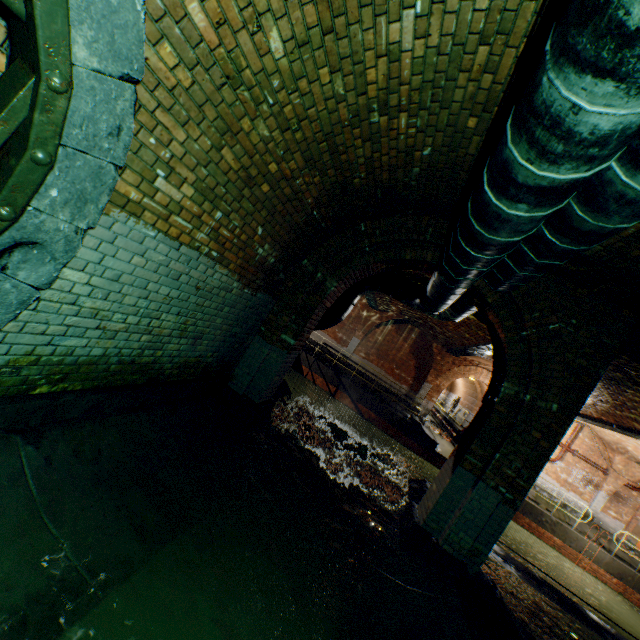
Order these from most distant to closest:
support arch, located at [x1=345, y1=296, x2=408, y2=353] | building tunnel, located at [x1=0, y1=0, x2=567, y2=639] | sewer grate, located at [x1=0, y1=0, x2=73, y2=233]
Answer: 1. support arch, located at [x1=345, y1=296, x2=408, y2=353]
2. building tunnel, located at [x1=0, y1=0, x2=567, y2=639]
3. sewer grate, located at [x1=0, y1=0, x2=73, y2=233]

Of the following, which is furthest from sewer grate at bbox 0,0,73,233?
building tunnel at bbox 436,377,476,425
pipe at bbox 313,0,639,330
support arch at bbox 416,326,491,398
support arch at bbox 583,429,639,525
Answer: support arch at bbox 583,429,639,525

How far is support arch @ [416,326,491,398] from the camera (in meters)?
17.66

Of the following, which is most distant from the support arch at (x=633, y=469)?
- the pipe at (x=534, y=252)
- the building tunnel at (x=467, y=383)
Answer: the pipe at (x=534, y=252)

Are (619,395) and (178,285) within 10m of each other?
no

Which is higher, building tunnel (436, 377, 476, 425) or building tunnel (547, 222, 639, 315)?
building tunnel (547, 222, 639, 315)

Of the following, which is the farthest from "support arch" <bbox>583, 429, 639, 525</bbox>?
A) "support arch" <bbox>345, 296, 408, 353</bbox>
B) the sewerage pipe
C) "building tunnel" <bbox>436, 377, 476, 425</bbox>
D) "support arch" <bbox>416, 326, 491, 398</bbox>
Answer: the sewerage pipe

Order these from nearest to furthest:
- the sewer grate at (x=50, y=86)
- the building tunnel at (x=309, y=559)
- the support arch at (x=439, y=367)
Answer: the sewer grate at (x=50, y=86) → the building tunnel at (x=309, y=559) → the support arch at (x=439, y=367)
